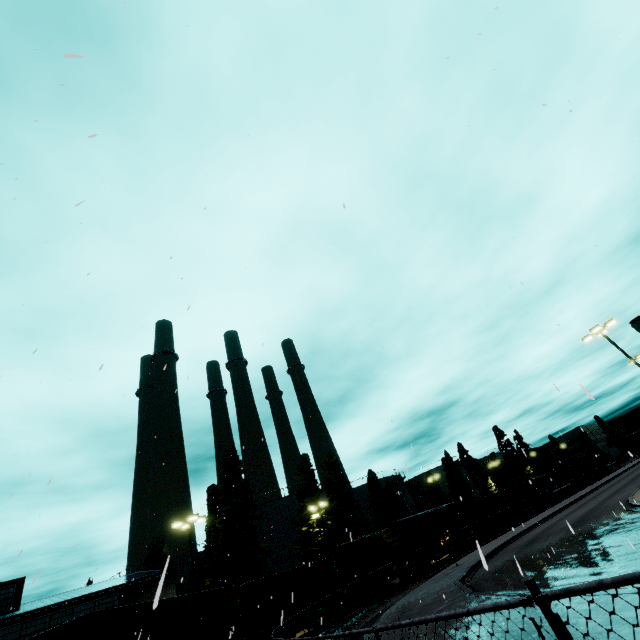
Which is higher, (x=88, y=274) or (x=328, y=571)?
(x=88, y=274)

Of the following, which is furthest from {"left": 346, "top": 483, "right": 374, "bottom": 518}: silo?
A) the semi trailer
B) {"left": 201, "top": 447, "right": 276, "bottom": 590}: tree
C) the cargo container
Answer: the semi trailer

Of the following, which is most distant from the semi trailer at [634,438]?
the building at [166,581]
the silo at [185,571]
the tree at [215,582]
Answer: the silo at [185,571]

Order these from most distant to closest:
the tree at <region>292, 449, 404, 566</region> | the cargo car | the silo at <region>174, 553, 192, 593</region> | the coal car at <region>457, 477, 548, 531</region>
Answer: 1. the silo at <region>174, 553, 192, 593</region>
2. the coal car at <region>457, 477, 548, 531</region>
3. the tree at <region>292, 449, 404, 566</region>
4. the cargo car

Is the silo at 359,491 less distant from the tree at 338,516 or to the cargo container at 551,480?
the tree at 338,516

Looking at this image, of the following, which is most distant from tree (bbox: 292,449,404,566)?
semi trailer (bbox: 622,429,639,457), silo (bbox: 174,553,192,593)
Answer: silo (bbox: 174,553,192,593)

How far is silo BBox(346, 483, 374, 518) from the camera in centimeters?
5444cm

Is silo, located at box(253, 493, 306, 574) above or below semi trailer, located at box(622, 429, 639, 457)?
above
